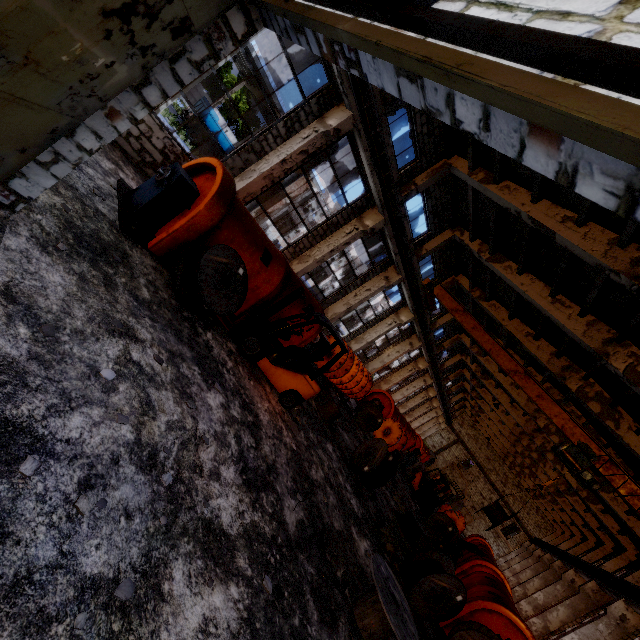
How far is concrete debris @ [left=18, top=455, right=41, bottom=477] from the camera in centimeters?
255cm

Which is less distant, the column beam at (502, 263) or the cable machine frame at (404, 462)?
the column beam at (502, 263)

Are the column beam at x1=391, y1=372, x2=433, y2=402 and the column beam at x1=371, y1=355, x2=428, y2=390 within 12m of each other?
yes

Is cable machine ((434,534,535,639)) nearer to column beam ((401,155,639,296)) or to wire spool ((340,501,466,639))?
wire spool ((340,501,466,639))

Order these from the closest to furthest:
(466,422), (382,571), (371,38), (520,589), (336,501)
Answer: (371,38) < (382,571) < (336,501) < (520,589) < (466,422)

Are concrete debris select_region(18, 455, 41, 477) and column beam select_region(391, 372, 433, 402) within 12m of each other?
no

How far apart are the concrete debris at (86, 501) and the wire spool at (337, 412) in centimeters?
939cm

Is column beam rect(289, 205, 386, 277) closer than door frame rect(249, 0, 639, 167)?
No
